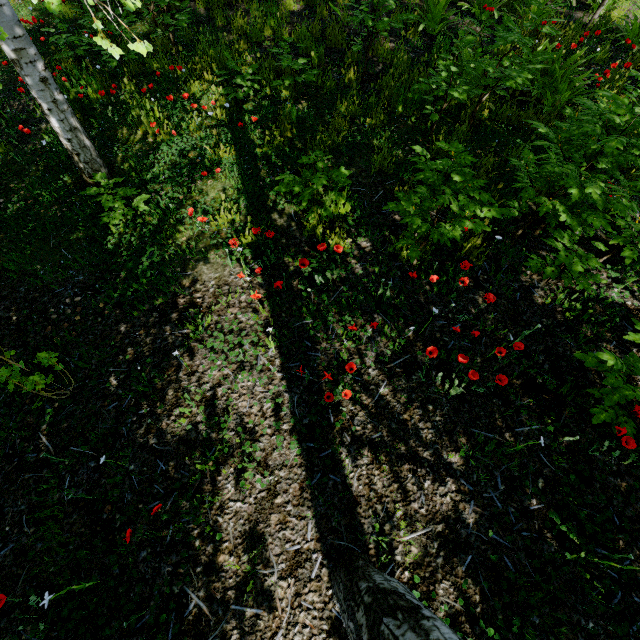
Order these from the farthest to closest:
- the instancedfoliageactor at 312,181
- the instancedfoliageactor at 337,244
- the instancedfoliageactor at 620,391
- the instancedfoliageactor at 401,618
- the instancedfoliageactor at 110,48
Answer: the instancedfoliageactor at 110,48 → the instancedfoliageactor at 312,181 → the instancedfoliageactor at 337,244 → the instancedfoliageactor at 620,391 → the instancedfoliageactor at 401,618

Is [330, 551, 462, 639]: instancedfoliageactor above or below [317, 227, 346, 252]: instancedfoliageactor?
above

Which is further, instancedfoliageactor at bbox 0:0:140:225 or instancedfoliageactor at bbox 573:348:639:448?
instancedfoliageactor at bbox 0:0:140:225

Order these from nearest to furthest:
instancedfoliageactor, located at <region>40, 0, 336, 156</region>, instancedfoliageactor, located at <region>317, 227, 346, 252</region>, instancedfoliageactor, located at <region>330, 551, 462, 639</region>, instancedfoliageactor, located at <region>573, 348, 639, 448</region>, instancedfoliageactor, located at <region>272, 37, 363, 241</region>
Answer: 1. instancedfoliageactor, located at <region>330, 551, 462, 639</region>
2. instancedfoliageactor, located at <region>573, 348, 639, 448</region>
3. instancedfoliageactor, located at <region>317, 227, 346, 252</region>
4. instancedfoliageactor, located at <region>272, 37, 363, 241</region>
5. instancedfoliageactor, located at <region>40, 0, 336, 156</region>

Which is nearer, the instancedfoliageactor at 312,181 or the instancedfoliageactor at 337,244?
the instancedfoliageactor at 337,244

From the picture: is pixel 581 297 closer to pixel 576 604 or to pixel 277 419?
pixel 576 604

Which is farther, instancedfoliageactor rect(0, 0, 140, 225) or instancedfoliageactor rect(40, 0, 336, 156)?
instancedfoliageactor rect(40, 0, 336, 156)
